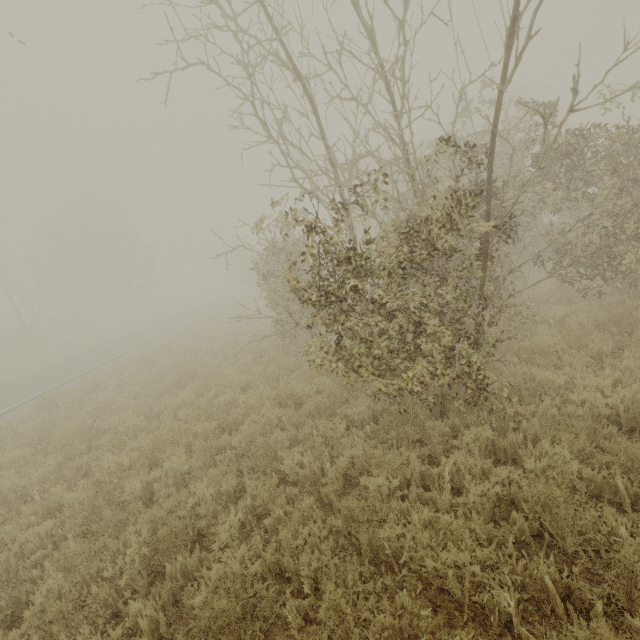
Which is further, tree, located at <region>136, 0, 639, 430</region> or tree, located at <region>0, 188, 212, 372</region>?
tree, located at <region>0, 188, 212, 372</region>

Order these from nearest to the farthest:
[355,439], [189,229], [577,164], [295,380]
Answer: [355,439]
[577,164]
[295,380]
[189,229]

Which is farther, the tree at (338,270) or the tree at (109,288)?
the tree at (109,288)
